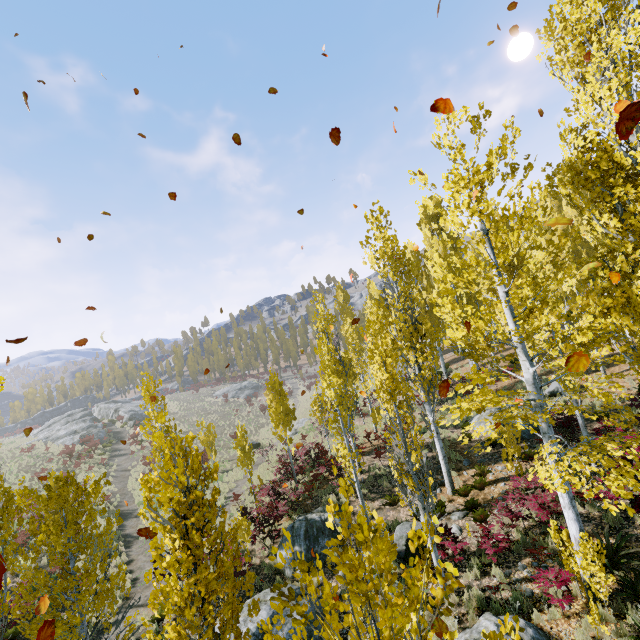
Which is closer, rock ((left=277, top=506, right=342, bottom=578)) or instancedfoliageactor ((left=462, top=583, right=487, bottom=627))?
instancedfoliageactor ((left=462, top=583, right=487, bottom=627))

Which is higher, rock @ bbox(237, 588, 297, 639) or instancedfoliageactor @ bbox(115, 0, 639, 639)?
instancedfoliageactor @ bbox(115, 0, 639, 639)

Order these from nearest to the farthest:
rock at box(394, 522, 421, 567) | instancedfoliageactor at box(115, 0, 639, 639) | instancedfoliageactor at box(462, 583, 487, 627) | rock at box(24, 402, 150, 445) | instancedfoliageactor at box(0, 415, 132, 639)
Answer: instancedfoliageactor at box(115, 0, 639, 639) → instancedfoliageactor at box(0, 415, 132, 639) → instancedfoliageactor at box(462, 583, 487, 627) → rock at box(394, 522, 421, 567) → rock at box(24, 402, 150, 445)

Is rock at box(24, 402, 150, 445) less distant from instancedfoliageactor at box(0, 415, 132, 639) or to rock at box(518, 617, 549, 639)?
instancedfoliageactor at box(0, 415, 132, 639)

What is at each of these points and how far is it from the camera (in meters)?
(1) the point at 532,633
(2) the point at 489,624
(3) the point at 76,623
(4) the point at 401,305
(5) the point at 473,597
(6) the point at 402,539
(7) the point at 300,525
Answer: (1) rock, 6.71
(2) rock, 7.20
(3) instancedfoliageactor, 5.28
(4) instancedfoliageactor, 13.42
(5) instancedfoliageactor, 8.50
(6) rock, 11.05
(7) rock, 13.49

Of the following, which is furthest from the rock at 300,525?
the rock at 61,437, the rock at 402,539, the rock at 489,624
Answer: the rock at 61,437

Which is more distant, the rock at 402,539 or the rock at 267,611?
the rock at 402,539

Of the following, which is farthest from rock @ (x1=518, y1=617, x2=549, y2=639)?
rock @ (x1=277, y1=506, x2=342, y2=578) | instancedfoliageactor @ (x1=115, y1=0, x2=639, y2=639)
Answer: rock @ (x1=277, y1=506, x2=342, y2=578)
